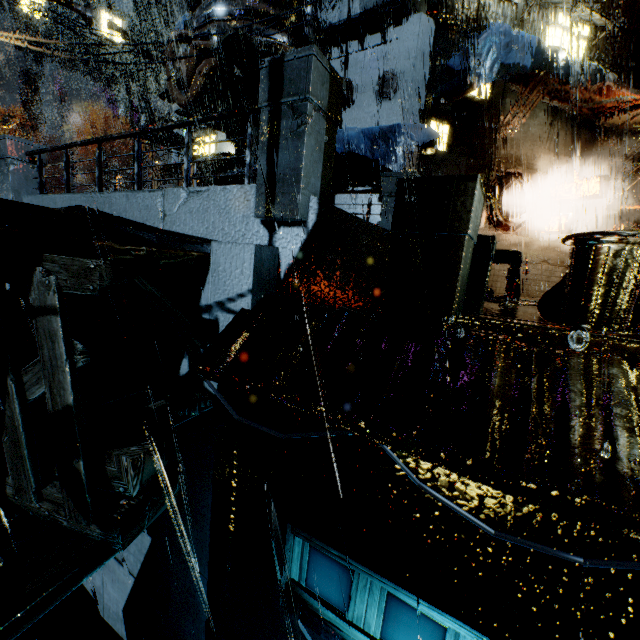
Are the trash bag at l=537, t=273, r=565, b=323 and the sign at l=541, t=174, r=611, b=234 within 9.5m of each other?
no

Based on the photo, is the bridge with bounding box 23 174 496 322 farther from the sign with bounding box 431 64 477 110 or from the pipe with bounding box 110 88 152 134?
the pipe with bounding box 110 88 152 134

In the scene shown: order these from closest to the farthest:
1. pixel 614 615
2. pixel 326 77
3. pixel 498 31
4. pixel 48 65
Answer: pixel 614 615 → pixel 326 77 → pixel 498 31 → pixel 48 65

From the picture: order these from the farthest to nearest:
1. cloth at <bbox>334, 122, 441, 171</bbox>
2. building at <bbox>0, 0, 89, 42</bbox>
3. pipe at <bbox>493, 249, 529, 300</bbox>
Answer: building at <bbox>0, 0, 89, 42</bbox> < cloth at <bbox>334, 122, 441, 171</bbox> < pipe at <bbox>493, 249, 529, 300</bbox>

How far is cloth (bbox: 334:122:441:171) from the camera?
9.74m

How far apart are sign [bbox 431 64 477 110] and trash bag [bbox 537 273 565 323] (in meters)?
8.88

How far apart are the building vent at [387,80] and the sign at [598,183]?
8.35m

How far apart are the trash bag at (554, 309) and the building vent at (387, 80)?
11.27m
